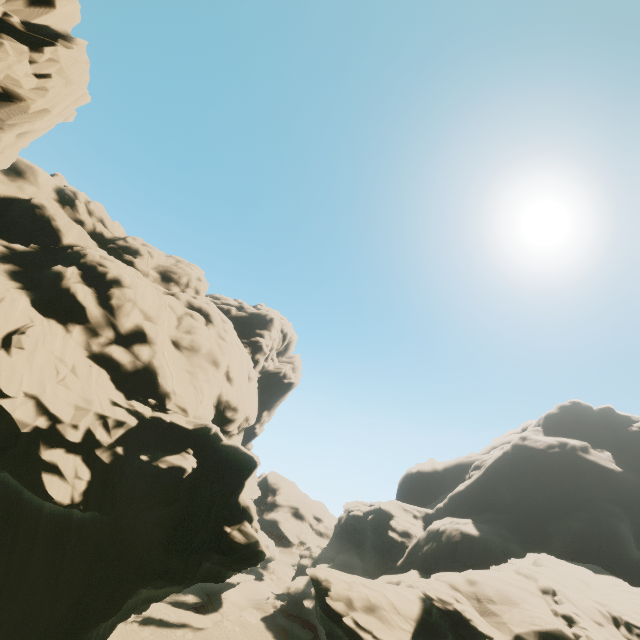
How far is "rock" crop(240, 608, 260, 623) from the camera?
43.4m

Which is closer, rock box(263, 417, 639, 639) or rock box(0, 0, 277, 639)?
rock box(0, 0, 277, 639)

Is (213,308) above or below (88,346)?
above

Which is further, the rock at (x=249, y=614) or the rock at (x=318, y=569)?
the rock at (x=249, y=614)

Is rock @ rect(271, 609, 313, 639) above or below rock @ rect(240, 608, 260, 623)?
above

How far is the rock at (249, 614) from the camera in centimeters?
4344cm

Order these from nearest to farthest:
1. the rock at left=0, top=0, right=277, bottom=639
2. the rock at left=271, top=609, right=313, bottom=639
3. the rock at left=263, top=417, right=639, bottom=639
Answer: the rock at left=0, top=0, right=277, bottom=639 → the rock at left=263, top=417, right=639, bottom=639 → the rock at left=271, top=609, right=313, bottom=639
